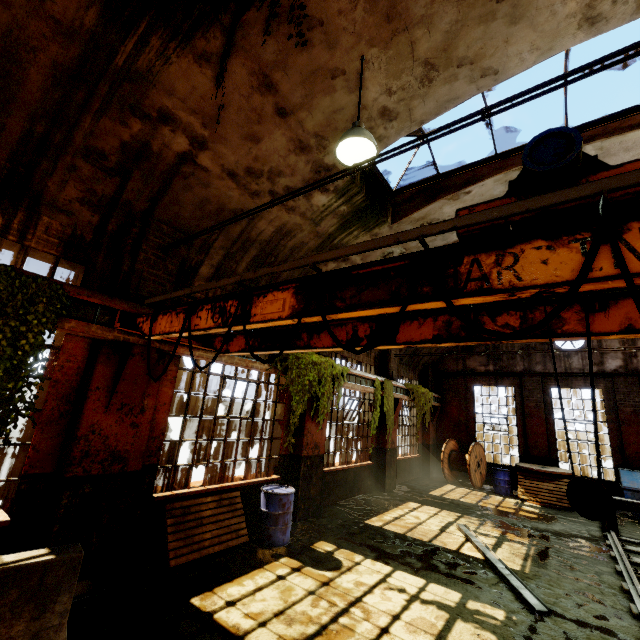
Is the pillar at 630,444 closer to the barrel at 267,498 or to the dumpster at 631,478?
the dumpster at 631,478

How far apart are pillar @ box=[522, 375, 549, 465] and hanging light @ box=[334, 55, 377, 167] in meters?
14.5

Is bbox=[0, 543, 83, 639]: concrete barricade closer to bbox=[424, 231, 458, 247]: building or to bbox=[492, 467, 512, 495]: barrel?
bbox=[424, 231, 458, 247]: building

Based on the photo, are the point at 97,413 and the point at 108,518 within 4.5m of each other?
yes

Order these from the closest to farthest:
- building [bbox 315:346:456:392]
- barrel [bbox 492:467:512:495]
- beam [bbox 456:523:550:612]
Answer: beam [bbox 456:523:550:612]
building [bbox 315:346:456:392]
barrel [bbox 492:467:512:495]

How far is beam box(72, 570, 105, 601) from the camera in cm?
416

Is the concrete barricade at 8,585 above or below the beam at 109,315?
below

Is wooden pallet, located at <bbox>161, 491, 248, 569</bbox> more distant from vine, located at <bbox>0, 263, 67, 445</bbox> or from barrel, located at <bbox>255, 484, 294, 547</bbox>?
vine, located at <bbox>0, 263, 67, 445</bbox>
